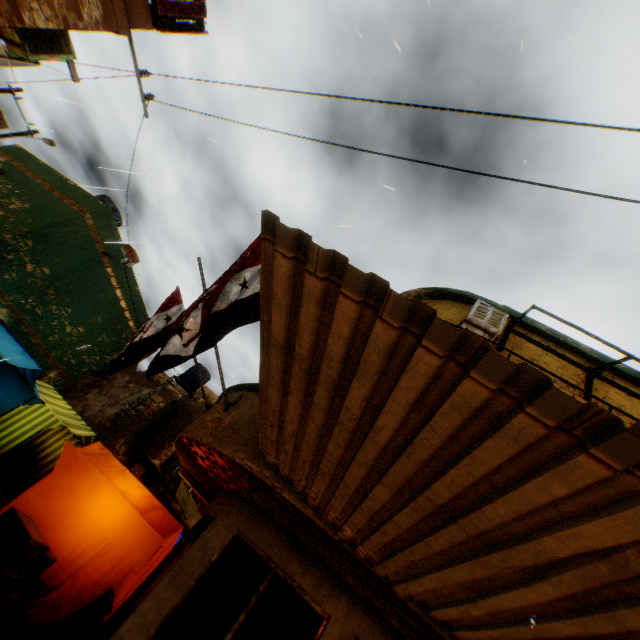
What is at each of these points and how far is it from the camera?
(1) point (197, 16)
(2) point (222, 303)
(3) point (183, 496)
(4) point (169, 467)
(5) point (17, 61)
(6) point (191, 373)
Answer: (1) wooden shield, 6.8m
(2) flag, 4.2m
(3) tent, 20.4m
(4) air conditioner, 18.3m
(5) dryer, 6.9m
(6) water tank, 22.9m

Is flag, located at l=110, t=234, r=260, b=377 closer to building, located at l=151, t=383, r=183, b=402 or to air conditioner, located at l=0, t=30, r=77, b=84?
building, located at l=151, t=383, r=183, b=402

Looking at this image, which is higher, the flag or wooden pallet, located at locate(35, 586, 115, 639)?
the flag

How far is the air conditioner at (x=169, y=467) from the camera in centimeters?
1819cm

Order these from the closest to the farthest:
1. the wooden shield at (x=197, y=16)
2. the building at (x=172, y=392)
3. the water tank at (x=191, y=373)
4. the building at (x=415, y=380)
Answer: the building at (x=415, y=380), the wooden shield at (x=197, y=16), the building at (x=172, y=392), the water tank at (x=191, y=373)

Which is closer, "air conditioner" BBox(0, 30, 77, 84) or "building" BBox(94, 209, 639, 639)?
"building" BBox(94, 209, 639, 639)

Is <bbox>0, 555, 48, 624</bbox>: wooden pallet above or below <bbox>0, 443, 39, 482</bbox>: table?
below

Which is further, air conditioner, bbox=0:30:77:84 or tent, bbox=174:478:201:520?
→ tent, bbox=174:478:201:520
